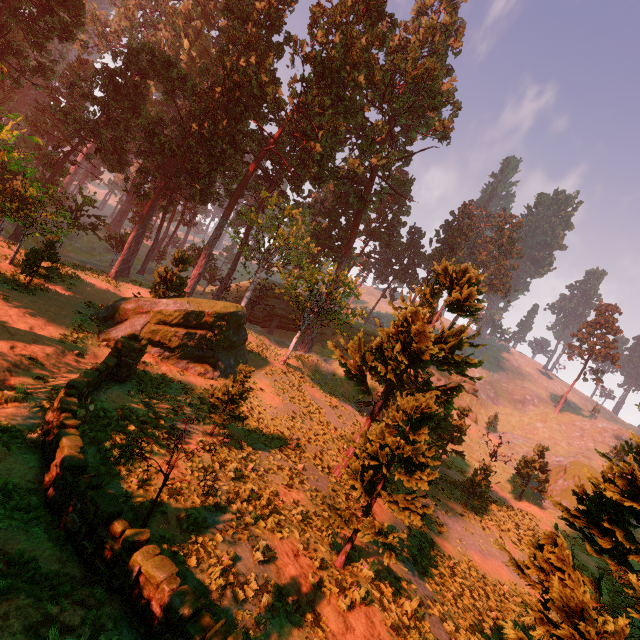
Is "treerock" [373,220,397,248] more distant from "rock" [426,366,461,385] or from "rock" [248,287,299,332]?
"rock" [426,366,461,385]

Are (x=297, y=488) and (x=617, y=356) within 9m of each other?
no

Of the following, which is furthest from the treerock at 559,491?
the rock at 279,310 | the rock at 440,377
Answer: the rock at 440,377

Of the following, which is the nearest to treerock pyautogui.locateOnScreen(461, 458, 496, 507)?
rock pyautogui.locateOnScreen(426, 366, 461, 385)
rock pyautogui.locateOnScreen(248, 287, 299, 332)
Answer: rock pyautogui.locateOnScreen(248, 287, 299, 332)

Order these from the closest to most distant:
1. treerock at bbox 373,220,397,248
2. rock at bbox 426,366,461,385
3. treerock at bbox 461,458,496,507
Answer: treerock at bbox 461,458,496,507 < rock at bbox 426,366,461,385 < treerock at bbox 373,220,397,248

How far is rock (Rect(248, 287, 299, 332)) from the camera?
51.4m

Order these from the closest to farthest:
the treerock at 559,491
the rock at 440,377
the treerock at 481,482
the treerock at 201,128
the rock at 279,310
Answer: the treerock at 559,491, the treerock at 201,128, the treerock at 481,482, the rock at 279,310, the rock at 440,377
